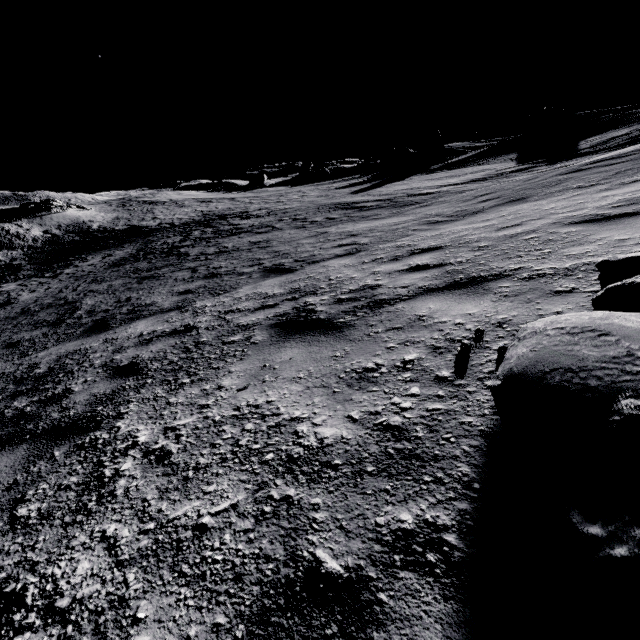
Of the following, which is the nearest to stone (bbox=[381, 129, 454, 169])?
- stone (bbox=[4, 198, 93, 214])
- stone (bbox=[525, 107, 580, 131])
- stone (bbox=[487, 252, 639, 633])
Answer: stone (bbox=[525, 107, 580, 131])

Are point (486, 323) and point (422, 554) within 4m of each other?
yes

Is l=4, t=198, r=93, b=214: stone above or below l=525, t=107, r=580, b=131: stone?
below

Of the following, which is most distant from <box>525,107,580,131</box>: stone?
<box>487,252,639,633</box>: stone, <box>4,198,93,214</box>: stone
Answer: <box>4,198,93,214</box>: stone

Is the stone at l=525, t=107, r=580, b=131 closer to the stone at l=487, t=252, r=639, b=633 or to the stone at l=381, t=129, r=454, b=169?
the stone at l=381, t=129, r=454, b=169

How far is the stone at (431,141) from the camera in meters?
45.6

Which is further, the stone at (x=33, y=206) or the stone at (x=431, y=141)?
the stone at (x=431, y=141)
